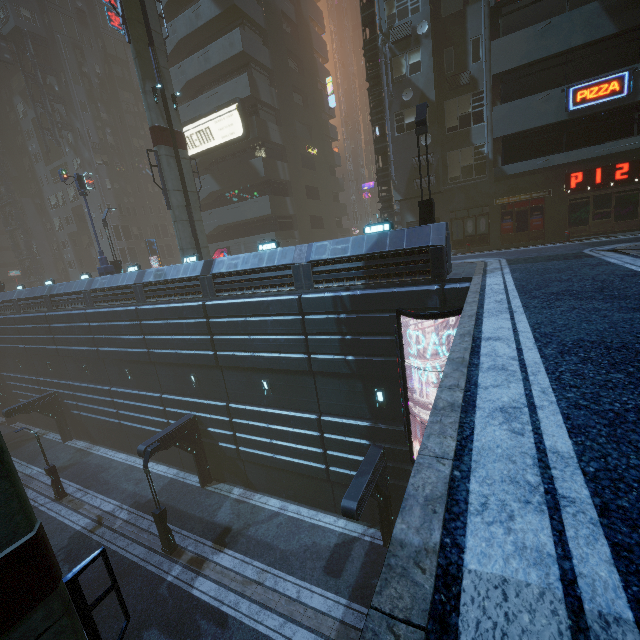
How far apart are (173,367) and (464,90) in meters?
24.9

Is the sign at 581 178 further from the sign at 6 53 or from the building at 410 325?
the sign at 6 53

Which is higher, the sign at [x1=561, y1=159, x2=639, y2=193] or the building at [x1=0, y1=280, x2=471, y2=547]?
the sign at [x1=561, y1=159, x2=639, y2=193]

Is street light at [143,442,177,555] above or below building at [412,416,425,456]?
below

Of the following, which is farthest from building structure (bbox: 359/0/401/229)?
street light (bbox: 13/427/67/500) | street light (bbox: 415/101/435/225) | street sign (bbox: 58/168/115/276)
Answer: street light (bbox: 13/427/67/500)

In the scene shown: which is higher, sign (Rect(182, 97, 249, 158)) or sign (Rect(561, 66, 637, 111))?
sign (Rect(182, 97, 249, 158))

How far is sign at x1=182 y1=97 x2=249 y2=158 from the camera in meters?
25.5 m

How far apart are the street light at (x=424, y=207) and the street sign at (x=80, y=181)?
21.3m
